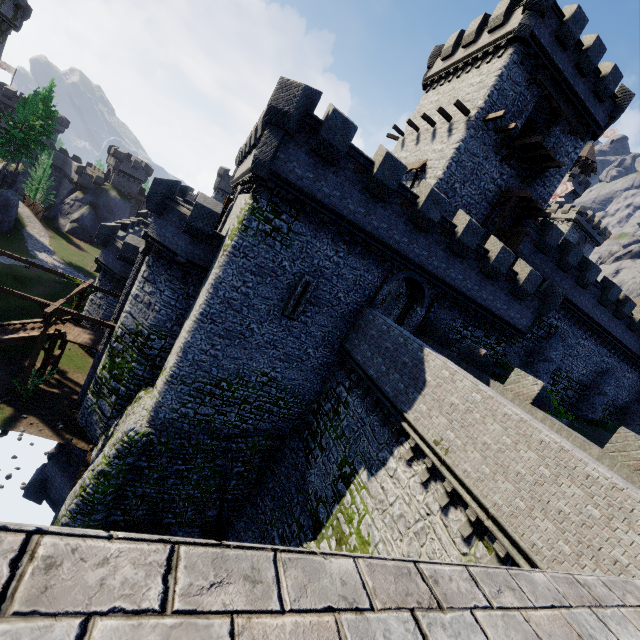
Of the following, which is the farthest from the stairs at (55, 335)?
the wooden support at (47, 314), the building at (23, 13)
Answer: the building at (23, 13)

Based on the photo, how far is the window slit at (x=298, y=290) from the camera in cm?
1627

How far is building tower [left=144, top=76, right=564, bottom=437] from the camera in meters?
14.2

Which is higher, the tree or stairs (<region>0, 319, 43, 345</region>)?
the tree

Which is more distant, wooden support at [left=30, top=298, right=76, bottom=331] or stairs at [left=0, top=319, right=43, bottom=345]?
stairs at [left=0, top=319, right=43, bottom=345]

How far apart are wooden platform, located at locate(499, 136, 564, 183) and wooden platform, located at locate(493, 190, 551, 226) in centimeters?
131cm

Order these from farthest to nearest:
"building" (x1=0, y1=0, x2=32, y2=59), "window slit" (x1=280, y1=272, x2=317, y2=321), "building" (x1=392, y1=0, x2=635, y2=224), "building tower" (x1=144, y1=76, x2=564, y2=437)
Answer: "building" (x1=0, y1=0, x2=32, y2=59), "building" (x1=392, y1=0, x2=635, y2=224), "window slit" (x1=280, y1=272, x2=317, y2=321), "building tower" (x1=144, y1=76, x2=564, y2=437)

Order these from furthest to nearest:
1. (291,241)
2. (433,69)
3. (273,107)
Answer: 1. (433,69)
2. (291,241)
3. (273,107)
